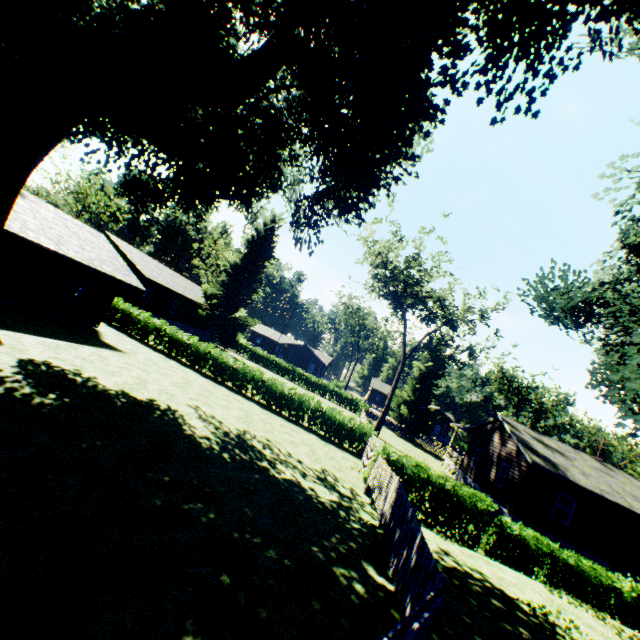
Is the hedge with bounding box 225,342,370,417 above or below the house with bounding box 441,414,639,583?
below

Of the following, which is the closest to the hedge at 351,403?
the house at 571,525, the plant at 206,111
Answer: the plant at 206,111

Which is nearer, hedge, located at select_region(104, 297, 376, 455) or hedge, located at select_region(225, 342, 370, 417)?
hedge, located at select_region(104, 297, 376, 455)

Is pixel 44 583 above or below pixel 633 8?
below

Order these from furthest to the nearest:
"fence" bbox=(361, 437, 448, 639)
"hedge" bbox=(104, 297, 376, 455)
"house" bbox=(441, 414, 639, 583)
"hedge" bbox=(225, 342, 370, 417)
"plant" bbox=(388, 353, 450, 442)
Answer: "hedge" bbox=(225, 342, 370, 417) < "plant" bbox=(388, 353, 450, 442) < "hedge" bbox=(104, 297, 376, 455) < "house" bbox=(441, 414, 639, 583) < "fence" bbox=(361, 437, 448, 639)

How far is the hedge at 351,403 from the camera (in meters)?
45.84

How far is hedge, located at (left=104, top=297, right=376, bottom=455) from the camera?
21.23m

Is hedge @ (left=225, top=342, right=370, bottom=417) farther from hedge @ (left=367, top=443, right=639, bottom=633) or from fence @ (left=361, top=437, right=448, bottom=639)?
hedge @ (left=367, top=443, right=639, bottom=633)
